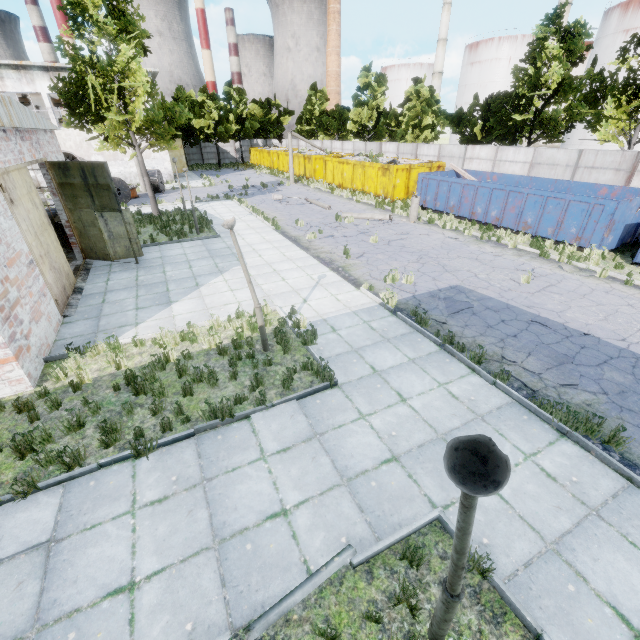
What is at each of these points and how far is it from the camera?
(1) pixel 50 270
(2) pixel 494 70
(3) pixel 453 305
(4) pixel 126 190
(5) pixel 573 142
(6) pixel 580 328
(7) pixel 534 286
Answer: (1) door, 9.6 meters
(2) storage tank, 51.9 meters
(3) asphalt debris, 10.0 meters
(4) wire spool, 24.7 meters
(5) storage tank, 44.1 meters
(6) asphalt debris, 8.8 meters
(7) asphalt debris, 11.2 meters

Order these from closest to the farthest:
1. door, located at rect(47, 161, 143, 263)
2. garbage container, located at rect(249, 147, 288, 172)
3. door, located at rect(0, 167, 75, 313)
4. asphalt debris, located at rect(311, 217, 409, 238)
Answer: door, located at rect(0, 167, 75, 313), door, located at rect(47, 161, 143, 263), asphalt debris, located at rect(311, 217, 409, 238), garbage container, located at rect(249, 147, 288, 172)

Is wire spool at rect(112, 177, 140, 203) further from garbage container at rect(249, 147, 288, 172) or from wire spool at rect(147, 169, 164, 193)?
garbage container at rect(249, 147, 288, 172)

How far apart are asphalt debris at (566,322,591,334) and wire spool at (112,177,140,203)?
27.5 meters

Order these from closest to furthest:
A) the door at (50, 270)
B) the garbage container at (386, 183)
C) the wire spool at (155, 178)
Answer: the door at (50, 270), the garbage container at (386, 183), the wire spool at (155, 178)

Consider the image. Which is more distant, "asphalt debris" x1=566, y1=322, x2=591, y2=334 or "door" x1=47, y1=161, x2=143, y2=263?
"door" x1=47, y1=161, x2=143, y2=263

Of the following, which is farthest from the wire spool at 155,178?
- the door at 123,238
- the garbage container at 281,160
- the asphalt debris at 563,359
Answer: the asphalt debris at 563,359

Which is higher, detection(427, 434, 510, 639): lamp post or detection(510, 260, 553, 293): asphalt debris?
detection(427, 434, 510, 639): lamp post
